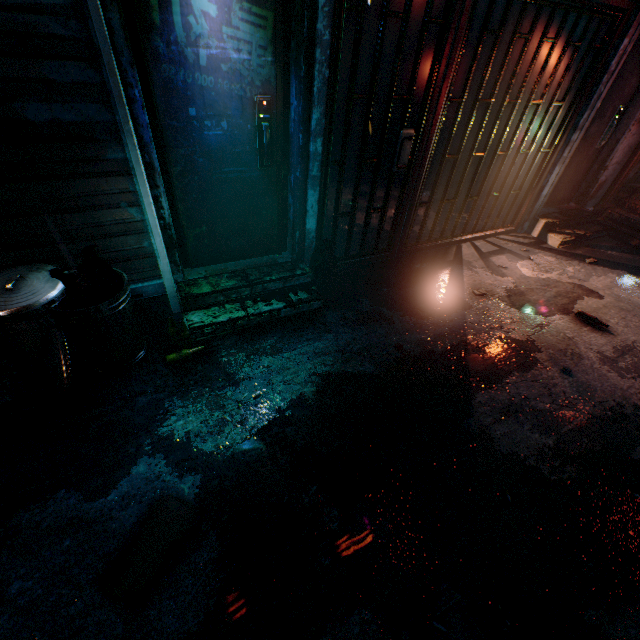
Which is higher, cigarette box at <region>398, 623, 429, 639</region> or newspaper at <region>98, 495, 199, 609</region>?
cigarette box at <region>398, 623, 429, 639</region>

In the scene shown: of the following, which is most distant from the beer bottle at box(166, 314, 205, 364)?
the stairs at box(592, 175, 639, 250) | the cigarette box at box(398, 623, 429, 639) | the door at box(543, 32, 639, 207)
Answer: the stairs at box(592, 175, 639, 250)

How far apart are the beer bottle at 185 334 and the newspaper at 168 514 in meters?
1.0

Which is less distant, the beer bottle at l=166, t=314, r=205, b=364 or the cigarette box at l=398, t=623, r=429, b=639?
the cigarette box at l=398, t=623, r=429, b=639

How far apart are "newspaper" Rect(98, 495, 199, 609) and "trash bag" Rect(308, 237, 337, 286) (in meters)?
2.14

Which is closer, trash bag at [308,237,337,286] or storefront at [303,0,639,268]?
storefront at [303,0,639,268]

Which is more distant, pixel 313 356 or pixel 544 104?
pixel 544 104

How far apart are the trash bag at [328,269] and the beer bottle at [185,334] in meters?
1.3 m
